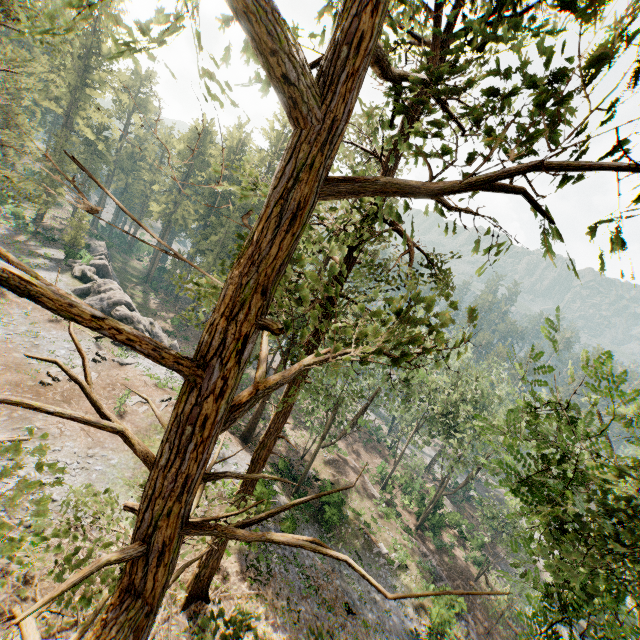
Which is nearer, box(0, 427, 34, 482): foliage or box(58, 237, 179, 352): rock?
box(0, 427, 34, 482): foliage

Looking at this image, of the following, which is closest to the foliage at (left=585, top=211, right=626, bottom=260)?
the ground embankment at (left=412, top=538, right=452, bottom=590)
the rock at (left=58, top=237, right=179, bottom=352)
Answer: the rock at (left=58, top=237, right=179, bottom=352)

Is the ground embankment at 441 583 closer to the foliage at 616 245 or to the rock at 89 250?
the foliage at 616 245

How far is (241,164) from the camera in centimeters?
985cm

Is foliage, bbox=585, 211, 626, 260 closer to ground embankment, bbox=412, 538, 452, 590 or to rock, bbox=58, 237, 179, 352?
rock, bbox=58, 237, 179, 352
